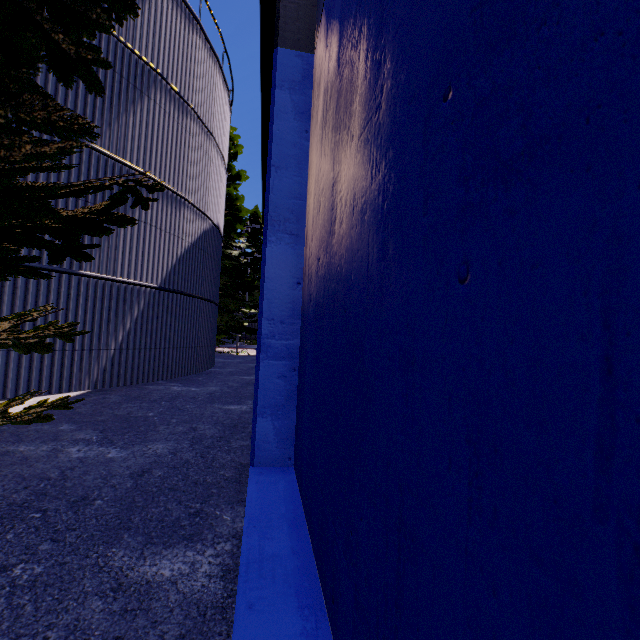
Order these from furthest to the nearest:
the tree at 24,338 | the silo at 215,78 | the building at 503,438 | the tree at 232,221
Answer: the tree at 232,221
the silo at 215,78
the tree at 24,338
the building at 503,438

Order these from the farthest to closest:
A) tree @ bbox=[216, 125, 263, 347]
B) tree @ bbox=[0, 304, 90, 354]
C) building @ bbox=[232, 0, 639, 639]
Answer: tree @ bbox=[216, 125, 263, 347], tree @ bbox=[0, 304, 90, 354], building @ bbox=[232, 0, 639, 639]

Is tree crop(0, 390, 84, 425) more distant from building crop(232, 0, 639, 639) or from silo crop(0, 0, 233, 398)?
building crop(232, 0, 639, 639)

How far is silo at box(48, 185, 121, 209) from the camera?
7.25m

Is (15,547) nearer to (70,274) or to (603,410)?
(603,410)

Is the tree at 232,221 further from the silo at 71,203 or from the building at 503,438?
the building at 503,438

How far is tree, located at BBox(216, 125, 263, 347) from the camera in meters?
20.2
